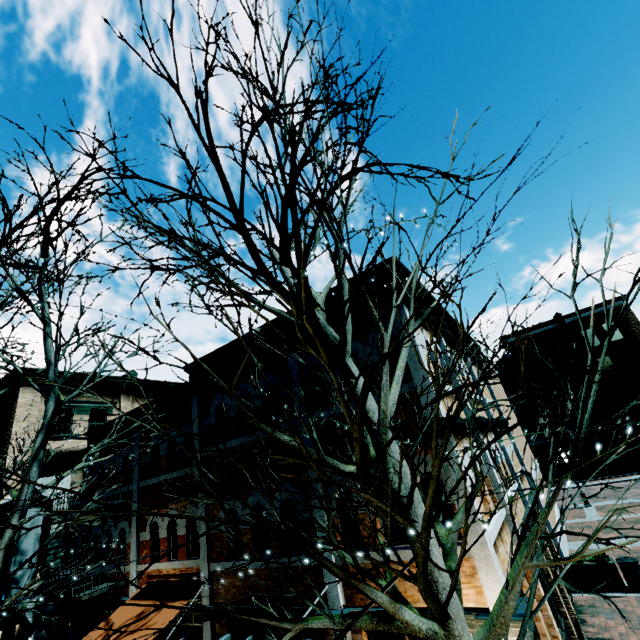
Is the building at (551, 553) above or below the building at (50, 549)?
below

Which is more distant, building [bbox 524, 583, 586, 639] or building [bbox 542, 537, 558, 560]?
building [bbox 542, 537, 558, 560]

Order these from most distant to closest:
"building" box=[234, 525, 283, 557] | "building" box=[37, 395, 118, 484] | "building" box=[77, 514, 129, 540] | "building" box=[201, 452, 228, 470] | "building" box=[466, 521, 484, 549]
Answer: "building" box=[37, 395, 118, 484] < "building" box=[77, 514, 129, 540] < "building" box=[201, 452, 228, 470] < "building" box=[234, 525, 283, 557] < "building" box=[466, 521, 484, 549]

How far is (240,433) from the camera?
8.86m

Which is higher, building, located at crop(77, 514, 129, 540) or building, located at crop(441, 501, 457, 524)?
building, located at crop(77, 514, 129, 540)

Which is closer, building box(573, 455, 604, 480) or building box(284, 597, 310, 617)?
building box(284, 597, 310, 617)

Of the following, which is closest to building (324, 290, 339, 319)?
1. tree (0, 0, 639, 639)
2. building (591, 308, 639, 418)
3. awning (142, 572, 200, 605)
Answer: awning (142, 572, 200, 605)

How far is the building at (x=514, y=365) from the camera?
34.81m
